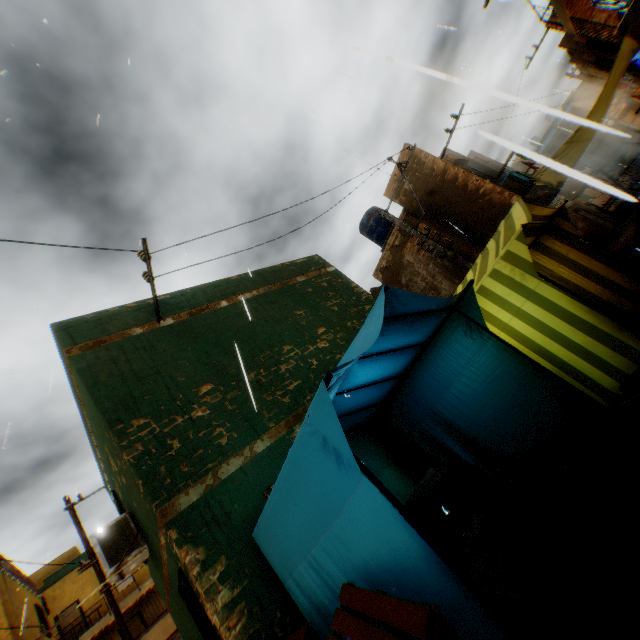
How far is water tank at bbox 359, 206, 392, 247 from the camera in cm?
1617

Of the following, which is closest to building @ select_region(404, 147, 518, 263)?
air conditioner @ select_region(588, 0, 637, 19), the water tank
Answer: air conditioner @ select_region(588, 0, 637, 19)

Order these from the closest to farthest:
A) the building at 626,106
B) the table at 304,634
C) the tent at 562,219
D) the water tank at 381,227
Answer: the table at 304,634
the tent at 562,219
the water tank at 381,227
the building at 626,106

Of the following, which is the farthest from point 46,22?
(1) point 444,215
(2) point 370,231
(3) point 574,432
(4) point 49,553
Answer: (2) point 370,231

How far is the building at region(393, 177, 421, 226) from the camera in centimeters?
1187cm

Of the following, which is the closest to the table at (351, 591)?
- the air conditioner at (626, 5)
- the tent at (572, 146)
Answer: the tent at (572, 146)

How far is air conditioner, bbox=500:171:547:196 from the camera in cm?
1149

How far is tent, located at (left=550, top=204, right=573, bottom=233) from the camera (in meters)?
5.54
